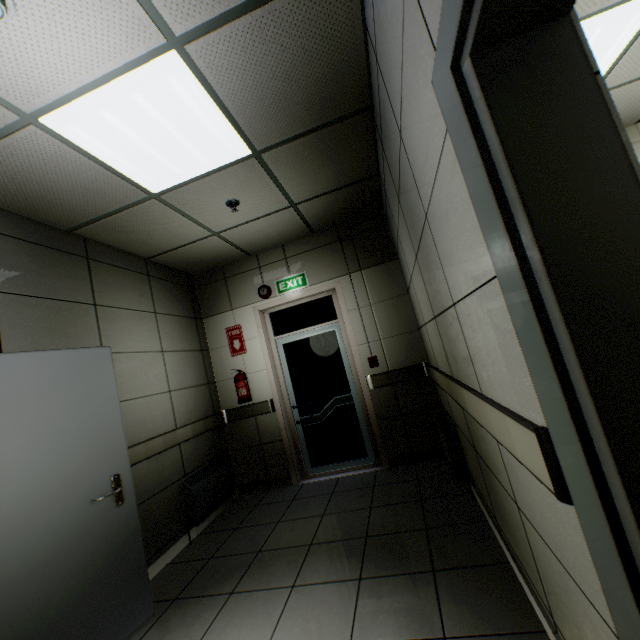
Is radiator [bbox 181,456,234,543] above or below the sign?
below

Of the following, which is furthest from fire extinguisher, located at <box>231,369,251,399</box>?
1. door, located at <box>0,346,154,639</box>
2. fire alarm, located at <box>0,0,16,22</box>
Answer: fire alarm, located at <box>0,0,16,22</box>

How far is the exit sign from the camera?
4.55m

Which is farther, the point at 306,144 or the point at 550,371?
the point at 306,144

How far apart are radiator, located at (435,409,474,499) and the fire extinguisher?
2.48m

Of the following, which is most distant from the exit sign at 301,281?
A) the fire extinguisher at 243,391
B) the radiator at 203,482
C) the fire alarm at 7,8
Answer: the fire alarm at 7,8

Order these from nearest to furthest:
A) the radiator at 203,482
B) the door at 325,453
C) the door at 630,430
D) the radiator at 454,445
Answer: the door at 630,430 < the radiator at 454,445 < the radiator at 203,482 < the door at 325,453

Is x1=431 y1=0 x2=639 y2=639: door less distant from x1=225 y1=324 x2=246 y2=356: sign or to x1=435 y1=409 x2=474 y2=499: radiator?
x1=435 y1=409 x2=474 y2=499: radiator
